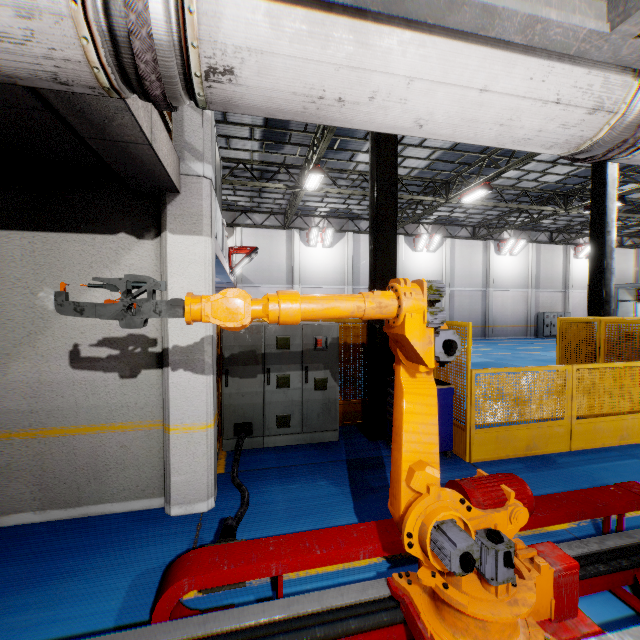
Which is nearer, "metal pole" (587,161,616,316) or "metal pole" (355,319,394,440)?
"metal pole" (355,319,394,440)

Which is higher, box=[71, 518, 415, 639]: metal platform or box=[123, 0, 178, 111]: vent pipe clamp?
box=[123, 0, 178, 111]: vent pipe clamp

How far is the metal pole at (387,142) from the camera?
6.0m

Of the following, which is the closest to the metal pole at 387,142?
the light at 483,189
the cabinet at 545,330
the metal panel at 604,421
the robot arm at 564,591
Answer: A: the metal panel at 604,421

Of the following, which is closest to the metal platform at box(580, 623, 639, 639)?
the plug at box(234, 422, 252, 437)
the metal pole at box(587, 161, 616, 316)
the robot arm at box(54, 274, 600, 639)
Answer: the robot arm at box(54, 274, 600, 639)

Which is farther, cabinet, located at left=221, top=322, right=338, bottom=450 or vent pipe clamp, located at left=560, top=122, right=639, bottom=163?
cabinet, located at left=221, top=322, right=338, bottom=450

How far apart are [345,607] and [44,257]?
4.5 meters

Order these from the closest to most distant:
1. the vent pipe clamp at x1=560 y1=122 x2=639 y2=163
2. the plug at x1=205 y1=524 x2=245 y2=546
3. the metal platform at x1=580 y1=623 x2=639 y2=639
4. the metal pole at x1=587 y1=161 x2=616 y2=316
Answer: the vent pipe clamp at x1=560 y1=122 x2=639 y2=163
the metal platform at x1=580 y1=623 x2=639 y2=639
the plug at x1=205 y1=524 x2=245 y2=546
the metal pole at x1=587 y1=161 x2=616 y2=316
